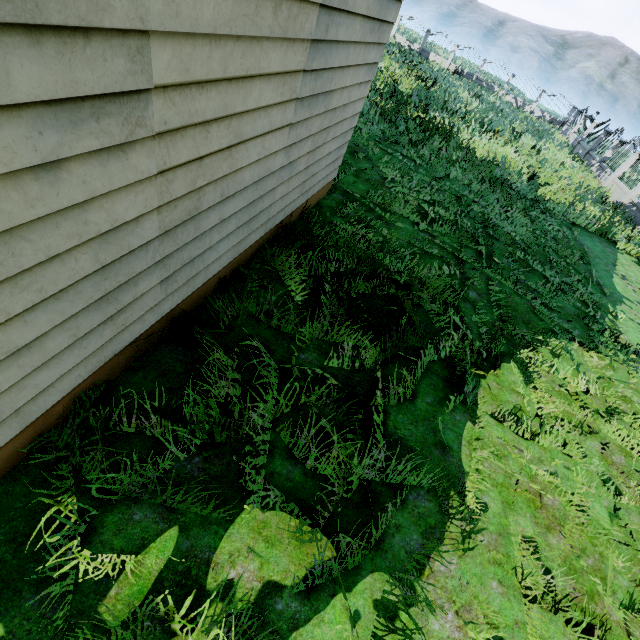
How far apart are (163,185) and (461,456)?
4.07m
